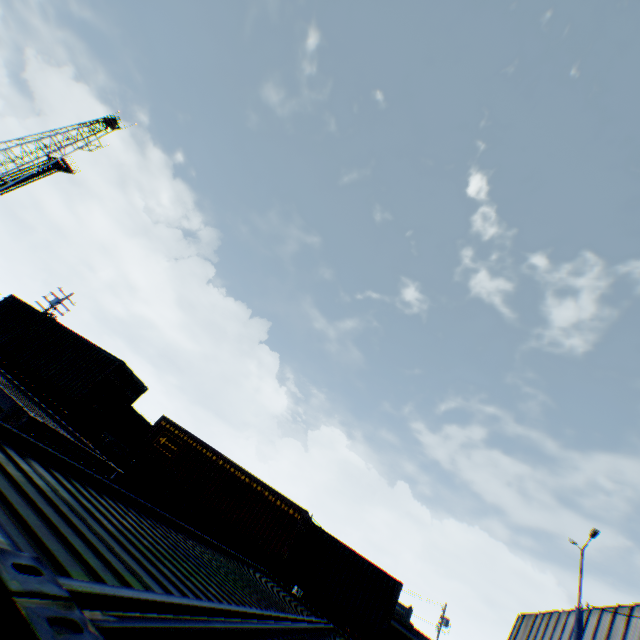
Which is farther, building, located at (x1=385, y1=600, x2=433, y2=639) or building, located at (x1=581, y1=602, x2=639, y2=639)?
building, located at (x1=385, y1=600, x2=433, y2=639)

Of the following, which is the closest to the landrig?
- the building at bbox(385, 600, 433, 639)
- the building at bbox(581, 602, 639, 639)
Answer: the building at bbox(581, 602, 639, 639)

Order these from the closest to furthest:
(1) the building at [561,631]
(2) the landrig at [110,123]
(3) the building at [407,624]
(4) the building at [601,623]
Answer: (4) the building at [601,623]
(1) the building at [561,631]
(2) the landrig at [110,123]
(3) the building at [407,624]

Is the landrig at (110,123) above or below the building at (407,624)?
above

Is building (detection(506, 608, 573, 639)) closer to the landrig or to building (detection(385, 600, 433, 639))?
building (detection(385, 600, 433, 639))

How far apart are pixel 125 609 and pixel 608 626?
27.7 meters

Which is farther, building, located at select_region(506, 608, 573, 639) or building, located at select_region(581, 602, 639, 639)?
building, located at select_region(506, 608, 573, 639)

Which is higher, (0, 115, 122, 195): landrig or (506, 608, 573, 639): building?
(0, 115, 122, 195): landrig
